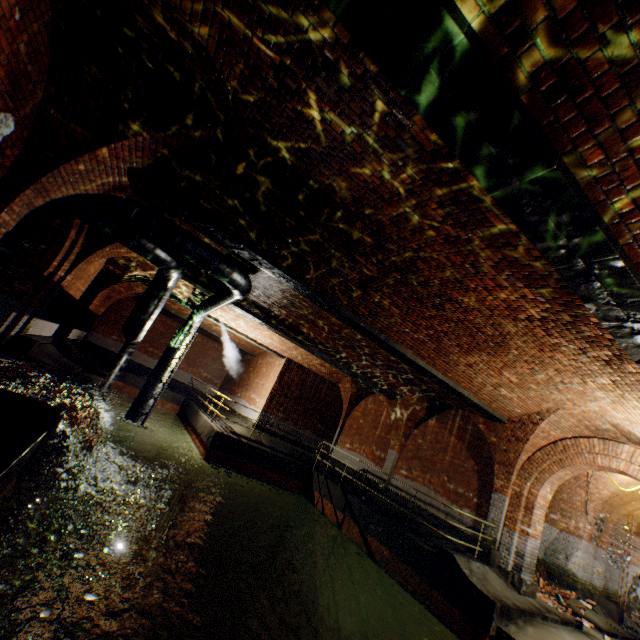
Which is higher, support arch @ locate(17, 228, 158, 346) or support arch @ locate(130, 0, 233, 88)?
support arch @ locate(130, 0, 233, 88)

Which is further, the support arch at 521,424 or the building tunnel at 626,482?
the building tunnel at 626,482

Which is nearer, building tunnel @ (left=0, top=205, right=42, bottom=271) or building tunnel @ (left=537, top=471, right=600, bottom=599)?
building tunnel @ (left=0, top=205, right=42, bottom=271)

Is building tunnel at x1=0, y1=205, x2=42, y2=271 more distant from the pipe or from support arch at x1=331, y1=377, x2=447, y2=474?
support arch at x1=331, y1=377, x2=447, y2=474

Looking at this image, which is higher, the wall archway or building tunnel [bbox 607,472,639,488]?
building tunnel [bbox 607,472,639,488]

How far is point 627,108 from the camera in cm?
226

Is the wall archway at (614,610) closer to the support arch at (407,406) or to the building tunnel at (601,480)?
the building tunnel at (601,480)

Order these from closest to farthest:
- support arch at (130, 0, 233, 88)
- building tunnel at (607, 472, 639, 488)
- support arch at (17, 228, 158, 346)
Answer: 1. support arch at (130, 0, 233, 88)
2. support arch at (17, 228, 158, 346)
3. building tunnel at (607, 472, 639, 488)
